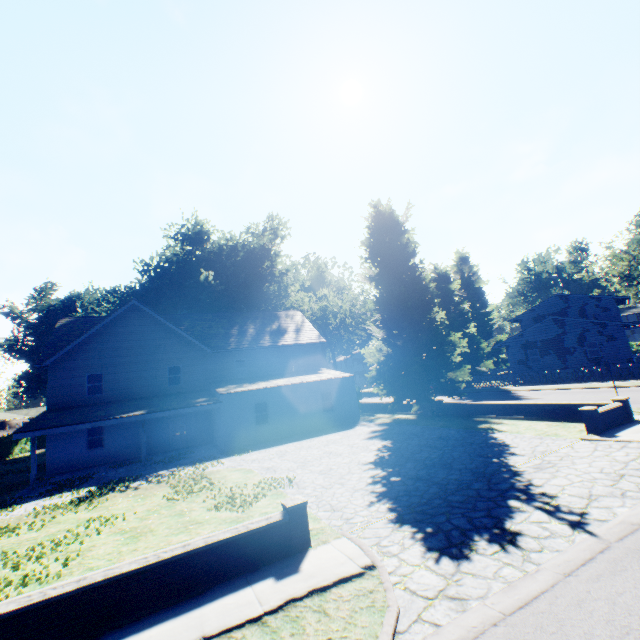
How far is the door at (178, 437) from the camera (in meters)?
23.33

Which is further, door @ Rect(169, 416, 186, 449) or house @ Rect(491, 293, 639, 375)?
house @ Rect(491, 293, 639, 375)

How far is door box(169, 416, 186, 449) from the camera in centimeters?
2333cm

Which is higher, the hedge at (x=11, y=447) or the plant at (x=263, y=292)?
the plant at (x=263, y=292)

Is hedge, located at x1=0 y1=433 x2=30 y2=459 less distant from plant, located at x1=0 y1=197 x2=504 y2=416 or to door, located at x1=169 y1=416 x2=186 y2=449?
plant, located at x1=0 y1=197 x2=504 y2=416

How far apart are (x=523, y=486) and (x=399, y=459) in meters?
4.8 m

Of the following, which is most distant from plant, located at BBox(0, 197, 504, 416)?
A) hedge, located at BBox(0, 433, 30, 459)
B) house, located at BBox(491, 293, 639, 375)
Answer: hedge, located at BBox(0, 433, 30, 459)
